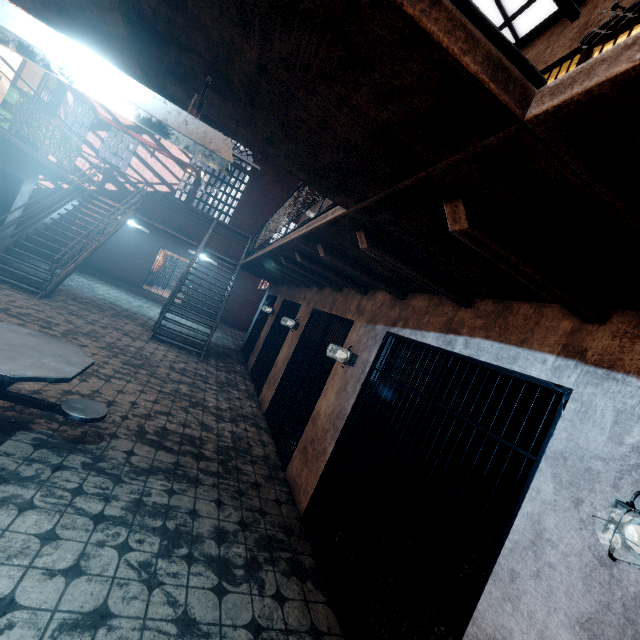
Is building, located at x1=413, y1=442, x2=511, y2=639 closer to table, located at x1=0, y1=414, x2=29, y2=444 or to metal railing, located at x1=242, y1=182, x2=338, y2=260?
metal railing, located at x1=242, y1=182, x2=338, y2=260

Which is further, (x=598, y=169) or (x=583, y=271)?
(x=583, y=271)

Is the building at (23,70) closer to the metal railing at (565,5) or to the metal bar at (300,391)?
the metal railing at (565,5)

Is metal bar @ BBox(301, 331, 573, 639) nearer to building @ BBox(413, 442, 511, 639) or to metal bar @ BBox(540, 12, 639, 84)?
building @ BBox(413, 442, 511, 639)

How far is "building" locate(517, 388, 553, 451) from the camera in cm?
492

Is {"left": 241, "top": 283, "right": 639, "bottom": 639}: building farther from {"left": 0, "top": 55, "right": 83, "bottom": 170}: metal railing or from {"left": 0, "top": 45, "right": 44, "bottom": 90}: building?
{"left": 0, "top": 45, "right": 44, "bottom": 90}: building

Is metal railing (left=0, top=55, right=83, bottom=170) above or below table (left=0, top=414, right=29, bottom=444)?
above

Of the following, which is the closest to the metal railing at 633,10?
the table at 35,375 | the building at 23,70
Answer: the building at 23,70
